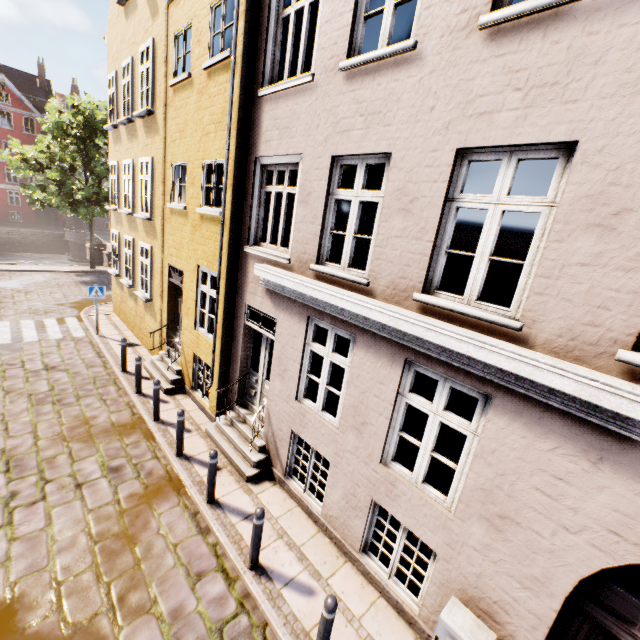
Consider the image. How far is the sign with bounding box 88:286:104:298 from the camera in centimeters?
1166cm

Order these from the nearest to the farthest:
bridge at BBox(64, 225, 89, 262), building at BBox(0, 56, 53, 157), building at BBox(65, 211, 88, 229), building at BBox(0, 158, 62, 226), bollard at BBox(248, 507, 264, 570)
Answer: bollard at BBox(248, 507, 264, 570) → bridge at BBox(64, 225, 89, 262) → building at BBox(0, 56, 53, 157) → building at BBox(0, 158, 62, 226) → building at BBox(65, 211, 88, 229)

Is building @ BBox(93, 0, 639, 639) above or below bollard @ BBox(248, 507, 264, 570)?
above

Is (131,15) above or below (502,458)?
above

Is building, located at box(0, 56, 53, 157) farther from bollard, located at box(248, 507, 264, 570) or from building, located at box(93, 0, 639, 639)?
bollard, located at box(248, 507, 264, 570)

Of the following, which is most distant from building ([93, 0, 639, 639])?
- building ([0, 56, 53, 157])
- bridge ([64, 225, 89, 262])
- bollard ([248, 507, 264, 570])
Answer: building ([0, 56, 53, 157])

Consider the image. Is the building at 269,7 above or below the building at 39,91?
below

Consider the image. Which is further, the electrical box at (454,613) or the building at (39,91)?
the building at (39,91)
